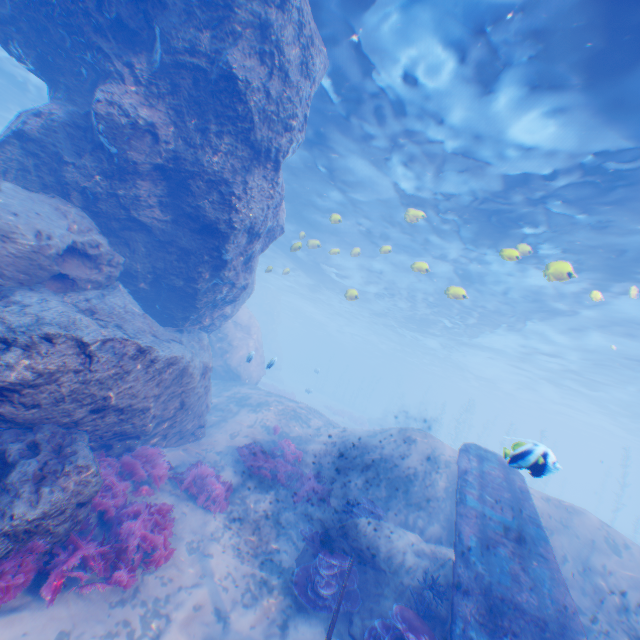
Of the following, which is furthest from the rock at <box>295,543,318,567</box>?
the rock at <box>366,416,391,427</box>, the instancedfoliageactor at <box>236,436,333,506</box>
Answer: the rock at <box>366,416,391,427</box>

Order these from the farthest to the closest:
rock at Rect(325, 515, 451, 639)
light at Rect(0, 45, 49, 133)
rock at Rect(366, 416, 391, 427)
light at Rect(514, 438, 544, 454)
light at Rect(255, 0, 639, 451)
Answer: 1. rock at Rect(366, 416, 391, 427)
2. light at Rect(0, 45, 49, 133)
3. light at Rect(255, 0, 639, 451)
4. rock at Rect(325, 515, 451, 639)
5. light at Rect(514, 438, 544, 454)

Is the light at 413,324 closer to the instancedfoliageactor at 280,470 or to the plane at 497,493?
the plane at 497,493

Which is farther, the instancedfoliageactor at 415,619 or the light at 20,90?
the light at 20,90

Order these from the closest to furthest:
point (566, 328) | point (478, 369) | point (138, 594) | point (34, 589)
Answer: point (34, 589) → point (138, 594) → point (566, 328) → point (478, 369)

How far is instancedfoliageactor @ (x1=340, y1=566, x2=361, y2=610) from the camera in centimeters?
698cm

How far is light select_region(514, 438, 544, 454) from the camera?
5.31m

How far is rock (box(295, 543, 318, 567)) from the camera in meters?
8.1
